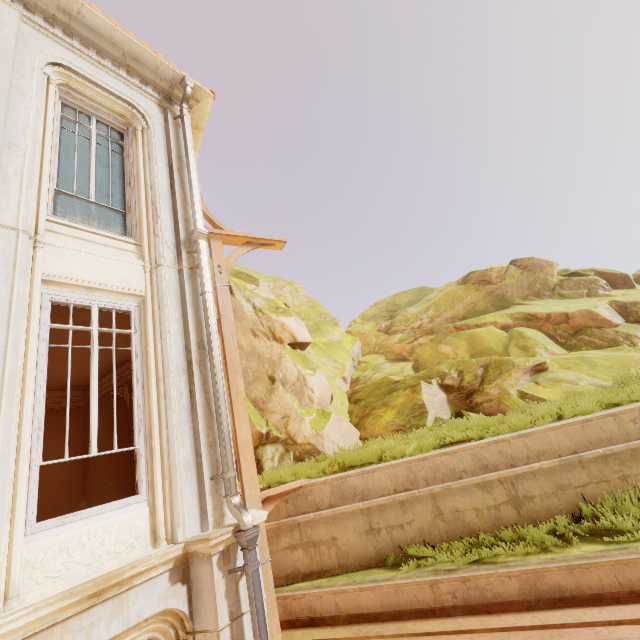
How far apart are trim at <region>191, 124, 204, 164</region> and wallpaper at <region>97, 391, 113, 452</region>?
4.9m

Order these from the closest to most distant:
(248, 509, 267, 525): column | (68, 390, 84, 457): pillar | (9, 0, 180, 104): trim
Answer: (248, 509, 267, 525): column < (9, 0, 180, 104): trim < (68, 390, 84, 457): pillar

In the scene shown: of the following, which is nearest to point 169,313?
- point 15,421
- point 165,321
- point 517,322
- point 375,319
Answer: point 165,321

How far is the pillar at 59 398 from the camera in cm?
916

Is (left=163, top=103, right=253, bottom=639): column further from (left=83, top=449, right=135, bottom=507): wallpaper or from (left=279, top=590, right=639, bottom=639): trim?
(left=83, top=449, right=135, bottom=507): wallpaper

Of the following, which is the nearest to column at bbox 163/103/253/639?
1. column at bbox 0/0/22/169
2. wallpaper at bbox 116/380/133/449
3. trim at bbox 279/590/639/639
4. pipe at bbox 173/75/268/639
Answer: pipe at bbox 173/75/268/639

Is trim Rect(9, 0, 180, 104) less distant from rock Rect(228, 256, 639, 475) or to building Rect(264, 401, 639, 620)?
building Rect(264, 401, 639, 620)

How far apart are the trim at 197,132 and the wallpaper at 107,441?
4.9m
